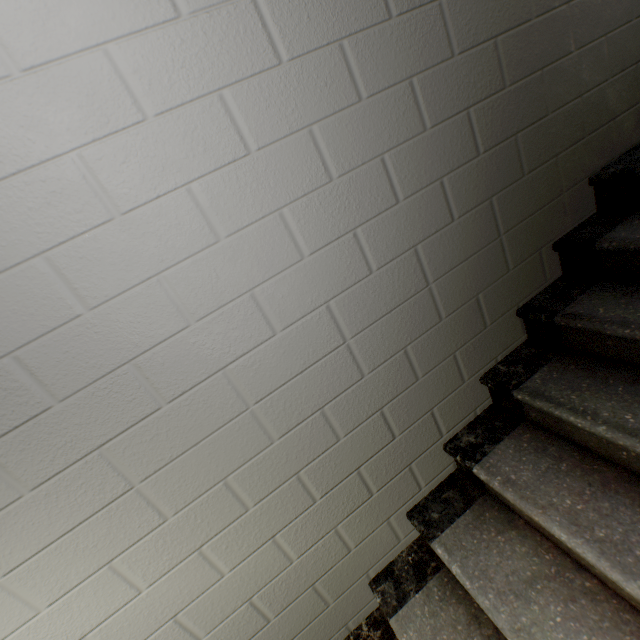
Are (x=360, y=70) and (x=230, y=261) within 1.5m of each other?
yes
